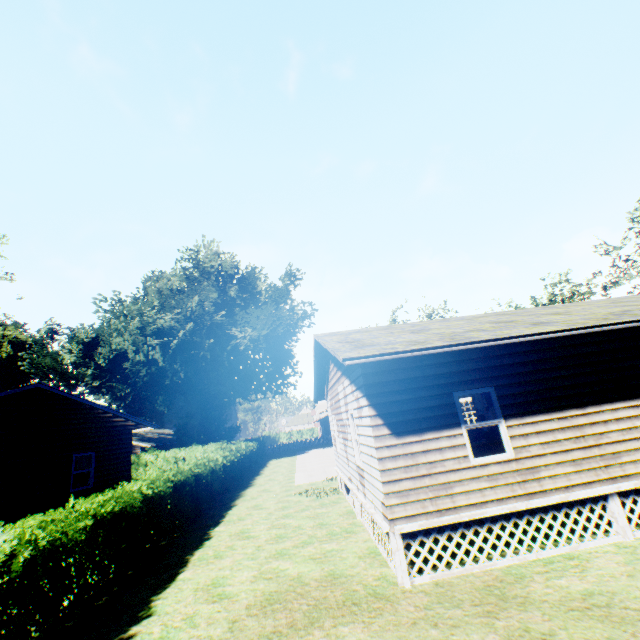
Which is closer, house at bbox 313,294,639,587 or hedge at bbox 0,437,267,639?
hedge at bbox 0,437,267,639

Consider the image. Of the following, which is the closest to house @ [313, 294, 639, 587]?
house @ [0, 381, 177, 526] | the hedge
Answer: the hedge

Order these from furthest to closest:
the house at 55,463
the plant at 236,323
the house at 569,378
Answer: the plant at 236,323 < the house at 55,463 < the house at 569,378

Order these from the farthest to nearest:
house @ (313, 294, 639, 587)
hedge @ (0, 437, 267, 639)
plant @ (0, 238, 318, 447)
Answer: plant @ (0, 238, 318, 447) < house @ (313, 294, 639, 587) < hedge @ (0, 437, 267, 639)

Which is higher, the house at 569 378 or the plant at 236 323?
the plant at 236 323

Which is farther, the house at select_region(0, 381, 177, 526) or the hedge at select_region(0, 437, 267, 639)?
the house at select_region(0, 381, 177, 526)

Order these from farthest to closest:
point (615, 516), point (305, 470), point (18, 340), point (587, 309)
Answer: point (18, 340)
point (305, 470)
point (587, 309)
point (615, 516)

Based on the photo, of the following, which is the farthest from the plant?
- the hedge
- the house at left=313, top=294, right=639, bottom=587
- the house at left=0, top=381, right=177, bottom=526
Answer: the hedge
